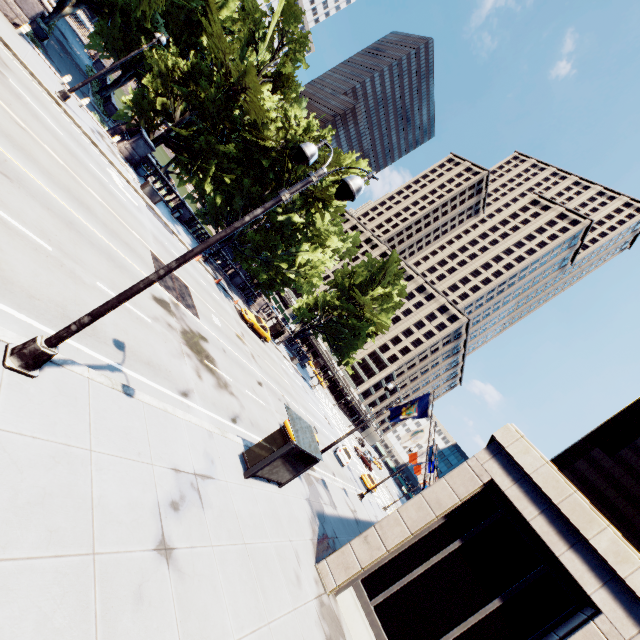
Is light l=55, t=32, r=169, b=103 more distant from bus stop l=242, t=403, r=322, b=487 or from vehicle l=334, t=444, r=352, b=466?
vehicle l=334, t=444, r=352, b=466

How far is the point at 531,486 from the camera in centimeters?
1205cm

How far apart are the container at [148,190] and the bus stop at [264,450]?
21.6m

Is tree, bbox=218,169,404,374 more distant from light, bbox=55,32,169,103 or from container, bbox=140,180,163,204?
light, bbox=55,32,169,103

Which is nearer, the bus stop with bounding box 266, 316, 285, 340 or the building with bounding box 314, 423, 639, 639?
the building with bounding box 314, 423, 639, 639

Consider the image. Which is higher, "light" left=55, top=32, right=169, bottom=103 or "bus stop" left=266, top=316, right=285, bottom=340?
"bus stop" left=266, top=316, right=285, bottom=340

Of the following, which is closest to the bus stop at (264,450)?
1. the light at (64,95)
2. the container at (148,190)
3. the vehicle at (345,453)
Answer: the vehicle at (345,453)

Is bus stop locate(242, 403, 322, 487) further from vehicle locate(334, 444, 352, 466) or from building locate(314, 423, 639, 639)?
vehicle locate(334, 444, 352, 466)
